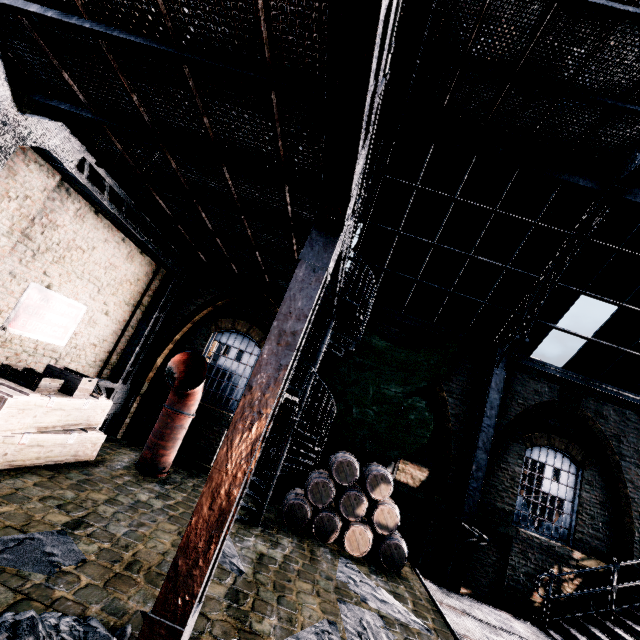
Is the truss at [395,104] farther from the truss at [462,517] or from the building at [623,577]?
the truss at [462,517]

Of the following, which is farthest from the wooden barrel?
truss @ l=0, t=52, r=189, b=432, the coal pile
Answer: truss @ l=0, t=52, r=189, b=432

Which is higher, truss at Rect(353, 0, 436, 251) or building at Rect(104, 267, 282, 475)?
truss at Rect(353, 0, 436, 251)

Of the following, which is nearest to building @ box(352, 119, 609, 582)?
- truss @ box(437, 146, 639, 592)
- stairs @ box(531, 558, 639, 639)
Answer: truss @ box(437, 146, 639, 592)

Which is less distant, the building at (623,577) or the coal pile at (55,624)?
the coal pile at (55,624)

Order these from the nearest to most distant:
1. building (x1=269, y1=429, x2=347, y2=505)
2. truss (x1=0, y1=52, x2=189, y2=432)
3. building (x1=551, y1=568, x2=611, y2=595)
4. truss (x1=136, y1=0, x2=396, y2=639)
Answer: truss (x1=136, y1=0, x2=396, y2=639) → truss (x1=0, y1=52, x2=189, y2=432) → building (x1=551, y1=568, x2=611, y2=595) → building (x1=269, y1=429, x2=347, y2=505)

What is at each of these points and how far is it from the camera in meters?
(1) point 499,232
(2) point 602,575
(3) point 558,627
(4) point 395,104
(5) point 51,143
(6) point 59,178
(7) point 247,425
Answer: (1) building, 9.7
(2) building, 10.0
(3) stairs, 8.8
(4) truss, 8.2
(5) truss, 6.1
(6) building, 7.2
(7) truss, 3.8

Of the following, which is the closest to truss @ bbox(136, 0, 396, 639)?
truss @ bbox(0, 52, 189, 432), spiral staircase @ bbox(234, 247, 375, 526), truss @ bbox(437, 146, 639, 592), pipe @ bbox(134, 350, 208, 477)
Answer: spiral staircase @ bbox(234, 247, 375, 526)
